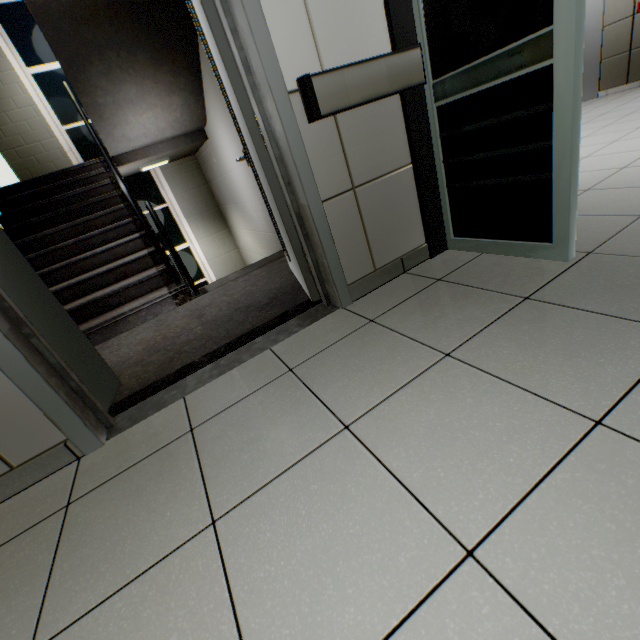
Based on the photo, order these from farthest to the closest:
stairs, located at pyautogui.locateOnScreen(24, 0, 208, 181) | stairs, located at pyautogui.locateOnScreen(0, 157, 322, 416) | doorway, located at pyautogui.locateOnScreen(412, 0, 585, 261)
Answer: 1. stairs, located at pyautogui.locateOnScreen(24, 0, 208, 181)
2. stairs, located at pyautogui.locateOnScreen(0, 157, 322, 416)
3. doorway, located at pyautogui.locateOnScreen(412, 0, 585, 261)

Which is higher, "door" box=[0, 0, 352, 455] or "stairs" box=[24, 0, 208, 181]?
"stairs" box=[24, 0, 208, 181]

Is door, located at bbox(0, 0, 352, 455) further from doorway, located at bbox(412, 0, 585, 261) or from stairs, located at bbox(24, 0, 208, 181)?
doorway, located at bbox(412, 0, 585, 261)

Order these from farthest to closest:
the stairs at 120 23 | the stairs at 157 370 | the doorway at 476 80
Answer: the stairs at 120 23 → the stairs at 157 370 → the doorway at 476 80

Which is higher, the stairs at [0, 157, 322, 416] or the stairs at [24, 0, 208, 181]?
the stairs at [24, 0, 208, 181]

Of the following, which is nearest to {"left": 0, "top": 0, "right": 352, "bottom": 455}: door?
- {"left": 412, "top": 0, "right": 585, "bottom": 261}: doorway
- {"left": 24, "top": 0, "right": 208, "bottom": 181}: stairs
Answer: {"left": 24, "top": 0, "right": 208, "bottom": 181}: stairs

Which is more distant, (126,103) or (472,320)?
(126,103)

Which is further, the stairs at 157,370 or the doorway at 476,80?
the stairs at 157,370
